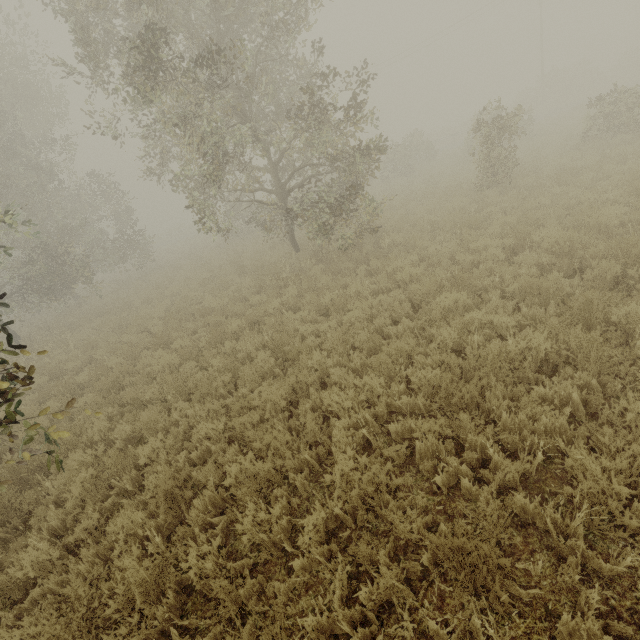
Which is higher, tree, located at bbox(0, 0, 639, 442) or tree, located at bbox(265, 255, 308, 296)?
tree, located at bbox(0, 0, 639, 442)

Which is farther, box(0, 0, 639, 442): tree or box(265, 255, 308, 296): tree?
box(265, 255, 308, 296): tree

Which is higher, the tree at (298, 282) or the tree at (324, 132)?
the tree at (324, 132)

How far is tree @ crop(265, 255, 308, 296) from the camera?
9.8m

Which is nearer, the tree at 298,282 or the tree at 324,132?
the tree at 324,132

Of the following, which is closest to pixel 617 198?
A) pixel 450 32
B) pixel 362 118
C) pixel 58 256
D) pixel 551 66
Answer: pixel 362 118
